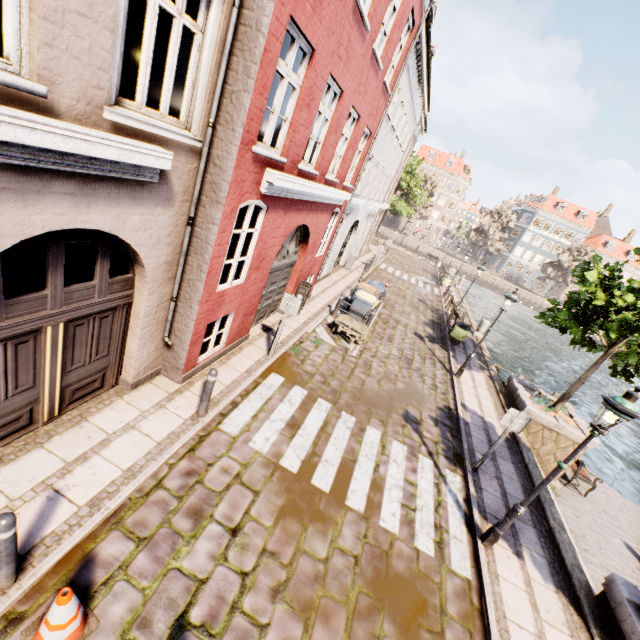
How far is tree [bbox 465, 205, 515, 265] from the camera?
54.16m

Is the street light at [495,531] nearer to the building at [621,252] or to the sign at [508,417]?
the sign at [508,417]

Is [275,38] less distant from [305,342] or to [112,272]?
[112,272]

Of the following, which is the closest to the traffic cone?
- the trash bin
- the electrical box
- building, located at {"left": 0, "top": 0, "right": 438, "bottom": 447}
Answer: building, located at {"left": 0, "top": 0, "right": 438, "bottom": 447}

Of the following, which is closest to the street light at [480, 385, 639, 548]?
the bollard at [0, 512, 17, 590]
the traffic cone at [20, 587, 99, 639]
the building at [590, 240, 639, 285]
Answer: the traffic cone at [20, 587, 99, 639]

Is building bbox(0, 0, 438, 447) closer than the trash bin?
Yes

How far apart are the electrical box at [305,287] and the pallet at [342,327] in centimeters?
129cm

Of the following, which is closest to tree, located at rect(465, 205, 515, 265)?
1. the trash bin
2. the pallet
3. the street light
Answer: the trash bin
